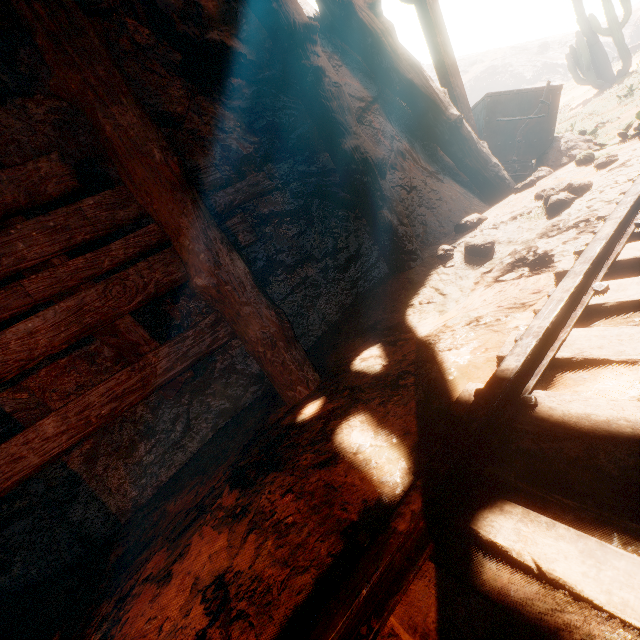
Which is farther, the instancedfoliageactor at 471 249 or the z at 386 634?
the instancedfoliageactor at 471 249

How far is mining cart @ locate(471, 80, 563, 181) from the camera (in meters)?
4.62

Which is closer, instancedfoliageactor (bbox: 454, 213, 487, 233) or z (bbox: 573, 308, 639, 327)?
z (bbox: 573, 308, 639, 327)

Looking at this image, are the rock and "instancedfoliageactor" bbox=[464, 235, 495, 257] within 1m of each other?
no

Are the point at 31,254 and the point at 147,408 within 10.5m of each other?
yes

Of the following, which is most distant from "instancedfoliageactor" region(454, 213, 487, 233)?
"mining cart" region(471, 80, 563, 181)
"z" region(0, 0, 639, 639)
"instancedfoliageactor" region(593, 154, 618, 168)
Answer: "mining cart" region(471, 80, 563, 181)

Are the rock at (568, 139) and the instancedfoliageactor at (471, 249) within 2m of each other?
no

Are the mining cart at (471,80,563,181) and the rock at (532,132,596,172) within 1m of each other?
yes
